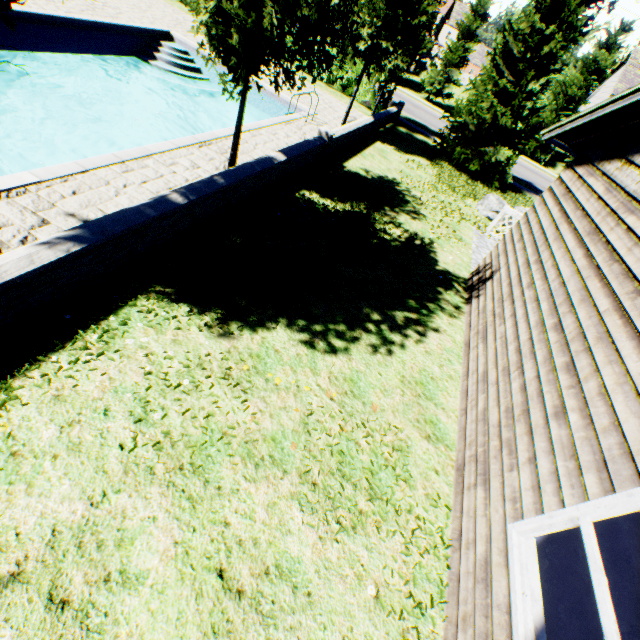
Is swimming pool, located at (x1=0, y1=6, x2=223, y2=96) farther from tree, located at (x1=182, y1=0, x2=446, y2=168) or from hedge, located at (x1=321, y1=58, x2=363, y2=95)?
hedge, located at (x1=321, y1=58, x2=363, y2=95)

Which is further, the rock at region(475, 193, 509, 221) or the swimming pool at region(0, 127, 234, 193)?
the rock at region(475, 193, 509, 221)

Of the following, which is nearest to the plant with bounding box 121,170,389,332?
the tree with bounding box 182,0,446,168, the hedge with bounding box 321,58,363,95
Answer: the tree with bounding box 182,0,446,168

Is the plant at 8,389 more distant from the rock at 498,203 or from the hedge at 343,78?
the hedge at 343,78

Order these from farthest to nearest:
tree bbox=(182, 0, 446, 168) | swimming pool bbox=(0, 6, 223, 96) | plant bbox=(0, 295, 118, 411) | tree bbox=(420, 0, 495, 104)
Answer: tree bbox=(420, 0, 495, 104) → swimming pool bbox=(0, 6, 223, 96) → tree bbox=(182, 0, 446, 168) → plant bbox=(0, 295, 118, 411)

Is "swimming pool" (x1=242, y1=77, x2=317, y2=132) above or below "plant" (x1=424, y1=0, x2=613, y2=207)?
below

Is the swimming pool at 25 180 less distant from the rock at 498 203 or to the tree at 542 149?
the tree at 542 149

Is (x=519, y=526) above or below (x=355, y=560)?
above
